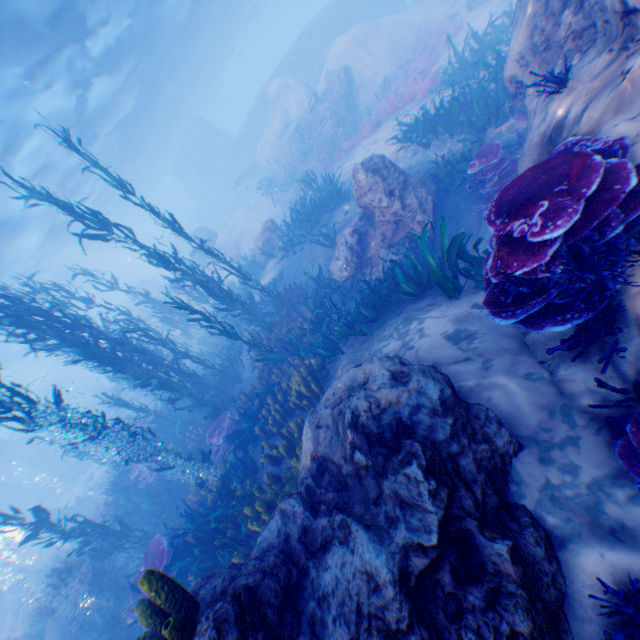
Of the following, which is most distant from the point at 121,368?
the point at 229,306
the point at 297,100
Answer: the point at 297,100

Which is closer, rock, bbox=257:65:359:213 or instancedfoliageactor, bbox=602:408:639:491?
instancedfoliageactor, bbox=602:408:639:491

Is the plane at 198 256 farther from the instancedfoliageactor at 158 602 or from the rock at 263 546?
the instancedfoliageactor at 158 602

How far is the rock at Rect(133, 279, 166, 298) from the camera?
36.7m

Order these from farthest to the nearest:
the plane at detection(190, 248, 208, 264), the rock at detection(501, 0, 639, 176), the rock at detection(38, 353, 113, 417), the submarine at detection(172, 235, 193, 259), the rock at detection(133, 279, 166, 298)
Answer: the submarine at detection(172, 235, 193, 259) < the rock at detection(133, 279, 166, 298) < the rock at detection(38, 353, 113, 417) < the plane at detection(190, 248, 208, 264) < the rock at detection(501, 0, 639, 176)
